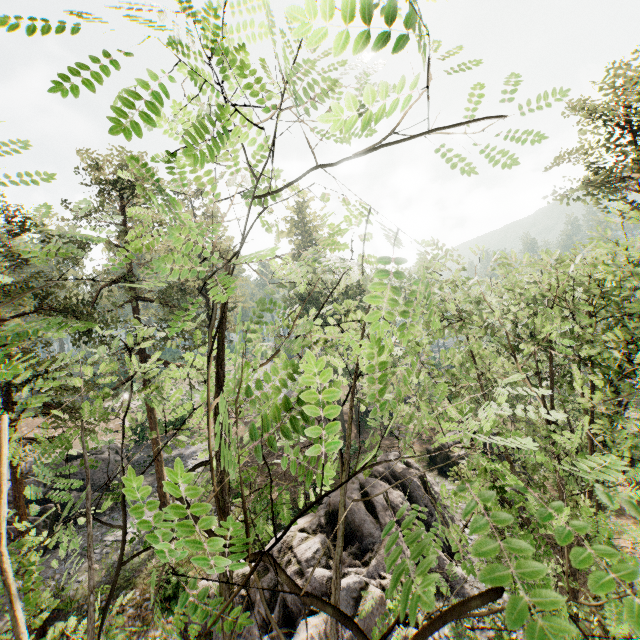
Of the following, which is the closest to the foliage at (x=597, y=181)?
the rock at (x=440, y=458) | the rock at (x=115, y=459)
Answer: the rock at (x=440, y=458)

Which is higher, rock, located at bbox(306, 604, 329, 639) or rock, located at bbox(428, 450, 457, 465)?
rock, located at bbox(306, 604, 329, 639)

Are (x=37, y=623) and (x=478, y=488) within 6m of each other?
no

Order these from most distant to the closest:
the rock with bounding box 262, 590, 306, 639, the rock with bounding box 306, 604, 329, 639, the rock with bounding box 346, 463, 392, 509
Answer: the rock with bounding box 346, 463, 392, 509, the rock with bounding box 262, 590, 306, 639, the rock with bounding box 306, 604, 329, 639

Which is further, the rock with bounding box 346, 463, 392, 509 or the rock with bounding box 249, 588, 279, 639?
the rock with bounding box 346, 463, 392, 509

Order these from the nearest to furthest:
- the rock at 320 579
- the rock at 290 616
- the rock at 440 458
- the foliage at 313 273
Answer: the foliage at 313 273 → the rock at 290 616 → the rock at 320 579 → the rock at 440 458

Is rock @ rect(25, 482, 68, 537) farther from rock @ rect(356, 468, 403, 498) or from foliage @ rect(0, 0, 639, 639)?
rock @ rect(356, 468, 403, 498)
